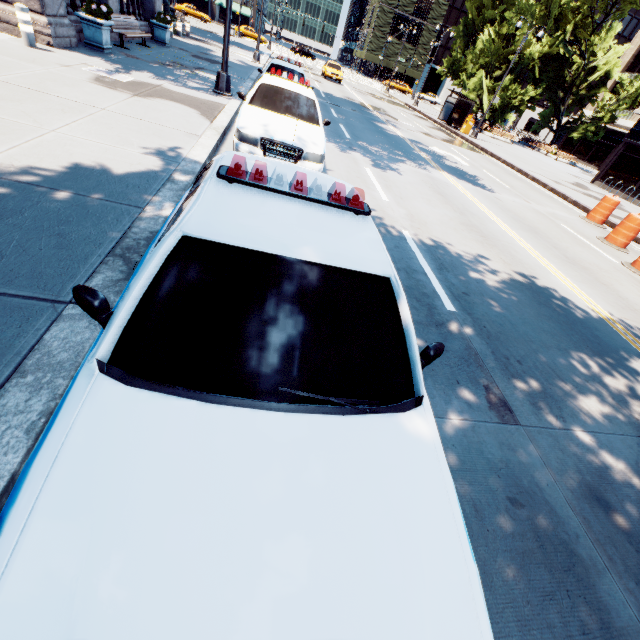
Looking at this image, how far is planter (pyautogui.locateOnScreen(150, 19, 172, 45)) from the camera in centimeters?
1559cm

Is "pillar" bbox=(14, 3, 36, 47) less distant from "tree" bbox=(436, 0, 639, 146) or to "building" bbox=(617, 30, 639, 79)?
"tree" bbox=(436, 0, 639, 146)

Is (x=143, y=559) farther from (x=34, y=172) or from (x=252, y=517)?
(x=34, y=172)

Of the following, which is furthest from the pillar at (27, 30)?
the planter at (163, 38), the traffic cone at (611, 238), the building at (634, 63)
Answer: the building at (634, 63)

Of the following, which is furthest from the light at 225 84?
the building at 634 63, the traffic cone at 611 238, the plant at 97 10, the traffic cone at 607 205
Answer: the building at 634 63

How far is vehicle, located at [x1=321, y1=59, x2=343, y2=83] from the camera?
31.66m

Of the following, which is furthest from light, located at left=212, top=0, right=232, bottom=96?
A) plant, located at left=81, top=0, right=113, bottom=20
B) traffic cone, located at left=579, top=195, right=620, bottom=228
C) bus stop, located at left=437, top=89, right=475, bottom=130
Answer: bus stop, located at left=437, top=89, right=475, bottom=130

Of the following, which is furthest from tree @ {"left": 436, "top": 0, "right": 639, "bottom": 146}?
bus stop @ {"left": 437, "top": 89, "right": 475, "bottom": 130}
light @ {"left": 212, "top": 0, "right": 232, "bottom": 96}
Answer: bus stop @ {"left": 437, "top": 89, "right": 475, "bottom": 130}
